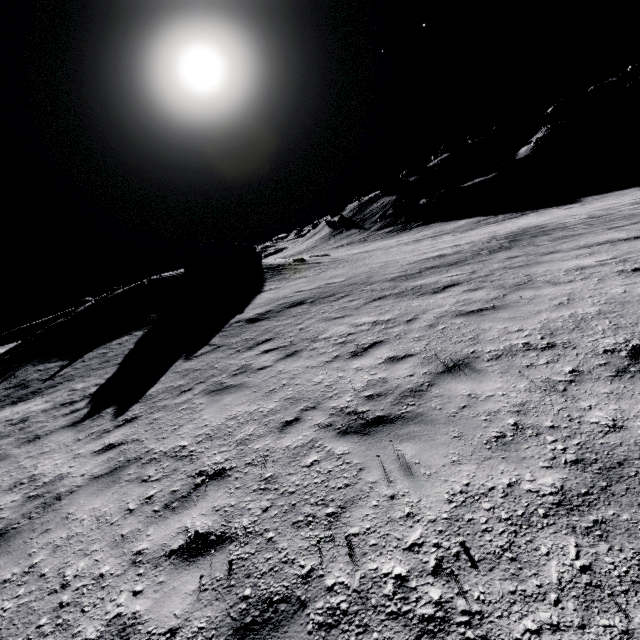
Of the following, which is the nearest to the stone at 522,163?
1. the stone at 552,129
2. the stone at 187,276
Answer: the stone at 552,129

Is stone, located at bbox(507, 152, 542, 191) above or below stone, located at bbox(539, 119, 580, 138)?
below

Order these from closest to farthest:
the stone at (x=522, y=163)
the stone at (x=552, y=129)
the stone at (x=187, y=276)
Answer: the stone at (x=187, y=276) → the stone at (x=522, y=163) → the stone at (x=552, y=129)

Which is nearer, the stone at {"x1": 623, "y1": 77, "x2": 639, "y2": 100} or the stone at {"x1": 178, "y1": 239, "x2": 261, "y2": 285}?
the stone at {"x1": 178, "y1": 239, "x2": 261, "y2": 285}

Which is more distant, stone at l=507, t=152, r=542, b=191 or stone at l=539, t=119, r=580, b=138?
stone at l=539, t=119, r=580, b=138

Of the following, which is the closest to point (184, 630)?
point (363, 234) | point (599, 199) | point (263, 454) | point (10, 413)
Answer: point (263, 454)

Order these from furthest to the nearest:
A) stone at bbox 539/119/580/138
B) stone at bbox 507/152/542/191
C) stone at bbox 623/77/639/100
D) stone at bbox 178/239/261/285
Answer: stone at bbox 623/77/639/100 → stone at bbox 539/119/580/138 → stone at bbox 507/152/542/191 → stone at bbox 178/239/261/285

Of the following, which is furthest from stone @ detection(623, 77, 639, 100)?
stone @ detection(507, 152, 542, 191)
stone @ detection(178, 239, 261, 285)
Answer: stone @ detection(178, 239, 261, 285)
